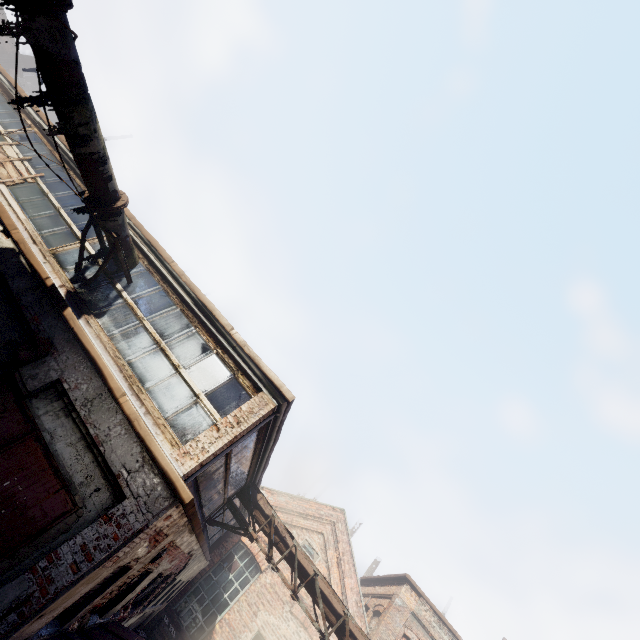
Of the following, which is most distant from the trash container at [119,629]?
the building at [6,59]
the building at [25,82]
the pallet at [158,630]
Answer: the building at [25,82]

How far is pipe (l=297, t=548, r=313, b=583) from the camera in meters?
10.3 m

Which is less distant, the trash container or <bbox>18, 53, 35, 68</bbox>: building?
the trash container

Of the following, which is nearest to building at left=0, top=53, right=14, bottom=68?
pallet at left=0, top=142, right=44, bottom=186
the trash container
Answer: pallet at left=0, top=142, right=44, bottom=186

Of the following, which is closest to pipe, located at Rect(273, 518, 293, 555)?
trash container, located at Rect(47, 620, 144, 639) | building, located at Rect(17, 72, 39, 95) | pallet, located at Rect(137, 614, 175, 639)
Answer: trash container, located at Rect(47, 620, 144, 639)

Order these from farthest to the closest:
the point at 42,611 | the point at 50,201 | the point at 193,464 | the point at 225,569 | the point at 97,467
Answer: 1. the point at 225,569
2. the point at 50,201
3. the point at 193,464
4. the point at 97,467
5. the point at 42,611

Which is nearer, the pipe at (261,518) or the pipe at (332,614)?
the pipe at (332,614)

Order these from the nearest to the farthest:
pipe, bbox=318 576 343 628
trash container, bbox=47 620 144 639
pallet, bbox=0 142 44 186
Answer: trash container, bbox=47 620 144 639 → pallet, bbox=0 142 44 186 → pipe, bbox=318 576 343 628
